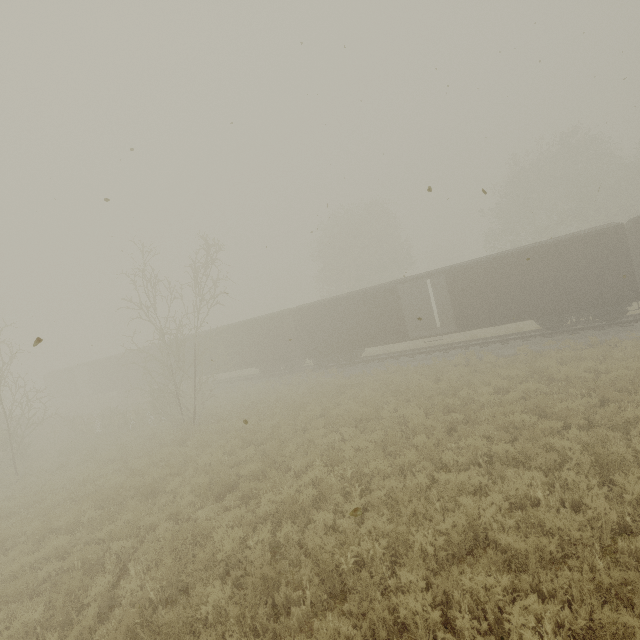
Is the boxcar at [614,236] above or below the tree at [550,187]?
below

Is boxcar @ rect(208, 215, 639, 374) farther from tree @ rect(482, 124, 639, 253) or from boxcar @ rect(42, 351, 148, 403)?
tree @ rect(482, 124, 639, 253)

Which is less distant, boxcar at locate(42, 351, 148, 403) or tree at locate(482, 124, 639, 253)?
tree at locate(482, 124, 639, 253)

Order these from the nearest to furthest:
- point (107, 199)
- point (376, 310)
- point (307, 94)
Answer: point (107, 199)
point (307, 94)
point (376, 310)

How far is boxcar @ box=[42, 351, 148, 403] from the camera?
32.8 meters

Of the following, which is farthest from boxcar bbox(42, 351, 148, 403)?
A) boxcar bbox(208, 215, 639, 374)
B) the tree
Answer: the tree

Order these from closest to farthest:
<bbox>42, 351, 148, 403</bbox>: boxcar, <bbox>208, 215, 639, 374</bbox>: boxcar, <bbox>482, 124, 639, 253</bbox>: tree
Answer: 1. <bbox>208, 215, 639, 374</bbox>: boxcar
2. <bbox>482, 124, 639, 253</bbox>: tree
3. <bbox>42, 351, 148, 403</bbox>: boxcar

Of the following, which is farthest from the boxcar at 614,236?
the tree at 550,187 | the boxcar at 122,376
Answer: the tree at 550,187
